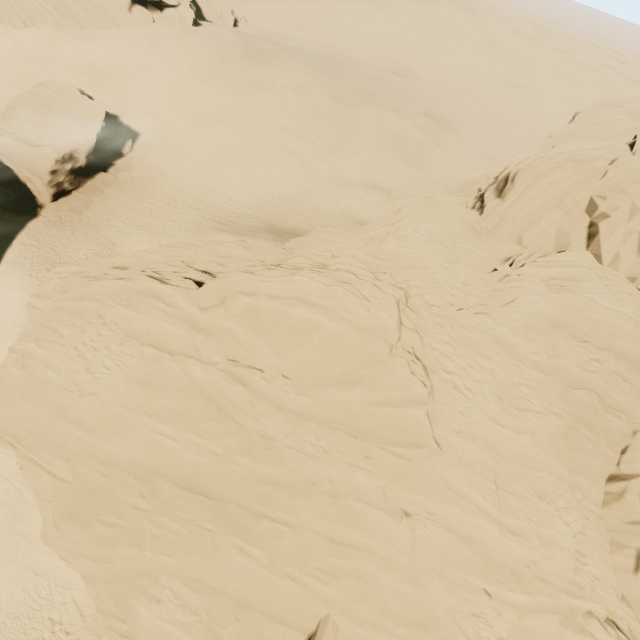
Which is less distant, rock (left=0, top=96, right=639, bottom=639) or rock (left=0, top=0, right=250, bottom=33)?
rock (left=0, top=96, right=639, bottom=639)

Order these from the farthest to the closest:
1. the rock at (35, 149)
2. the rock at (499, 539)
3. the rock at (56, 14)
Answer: the rock at (56, 14), the rock at (35, 149), the rock at (499, 539)

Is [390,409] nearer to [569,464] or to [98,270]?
[569,464]

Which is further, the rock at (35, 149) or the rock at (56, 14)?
the rock at (56, 14)

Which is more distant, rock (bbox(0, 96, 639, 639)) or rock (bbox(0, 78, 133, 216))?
rock (bbox(0, 78, 133, 216))

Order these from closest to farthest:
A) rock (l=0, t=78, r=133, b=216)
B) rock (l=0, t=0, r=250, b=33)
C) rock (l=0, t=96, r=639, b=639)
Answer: rock (l=0, t=96, r=639, b=639), rock (l=0, t=78, r=133, b=216), rock (l=0, t=0, r=250, b=33)
